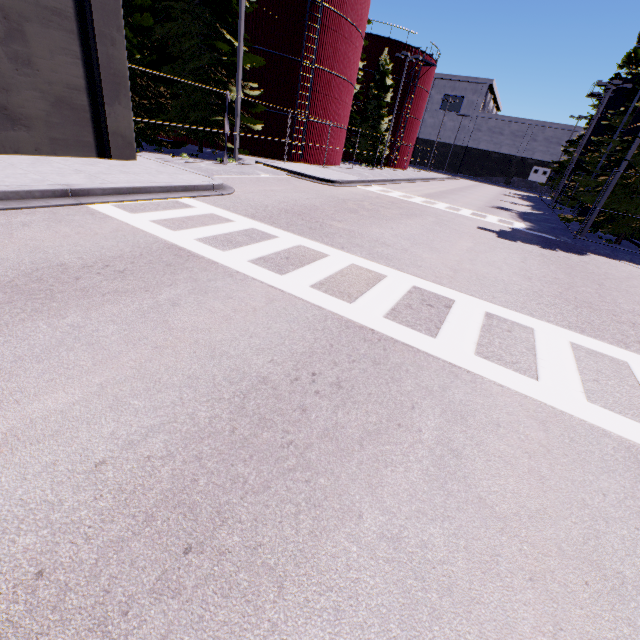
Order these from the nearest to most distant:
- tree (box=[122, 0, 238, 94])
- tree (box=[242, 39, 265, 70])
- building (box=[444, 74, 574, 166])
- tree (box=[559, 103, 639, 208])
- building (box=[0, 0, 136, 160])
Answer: building (box=[0, 0, 136, 160]) < tree (box=[122, 0, 238, 94]) < tree (box=[559, 103, 639, 208]) < tree (box=[242, 39, 265, 70]) < building (box=[444, 74, 574, 166])

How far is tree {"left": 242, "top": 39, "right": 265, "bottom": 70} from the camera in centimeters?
1585cm

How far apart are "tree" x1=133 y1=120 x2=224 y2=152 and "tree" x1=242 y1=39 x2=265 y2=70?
3.7m

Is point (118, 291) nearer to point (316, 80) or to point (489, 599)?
point (489, 599)

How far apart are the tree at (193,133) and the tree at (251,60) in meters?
3.7 m

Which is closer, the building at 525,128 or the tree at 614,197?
the tree at 614,197

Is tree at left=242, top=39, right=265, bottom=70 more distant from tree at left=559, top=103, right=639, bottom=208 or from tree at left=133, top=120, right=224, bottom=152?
tree at left=559, top=103, right=639, bottom=208

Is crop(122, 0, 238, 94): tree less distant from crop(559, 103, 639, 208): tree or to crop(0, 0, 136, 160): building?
crop(0, 0, 136, 160): building
